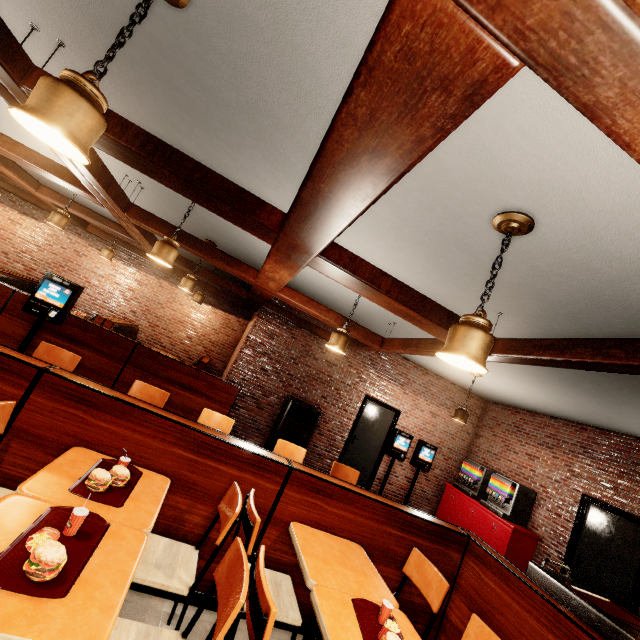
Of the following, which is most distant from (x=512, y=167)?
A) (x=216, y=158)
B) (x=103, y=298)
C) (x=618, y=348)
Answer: (x=103, y=298)
